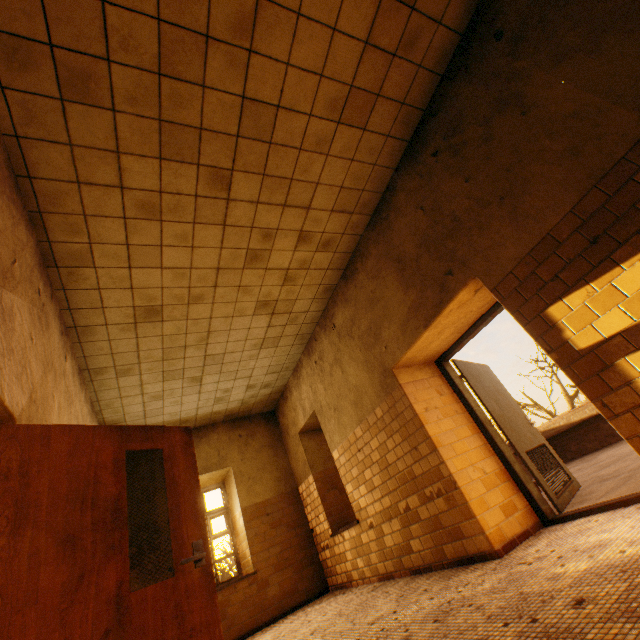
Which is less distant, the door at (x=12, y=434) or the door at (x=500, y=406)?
the door at (x=12, y=434)

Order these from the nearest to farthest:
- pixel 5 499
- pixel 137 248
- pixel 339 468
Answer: pixel 5 499 → pixel 137 248 → pixel 339 468

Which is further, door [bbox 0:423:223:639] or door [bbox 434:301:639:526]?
door [bbox 434:301:639:526]
